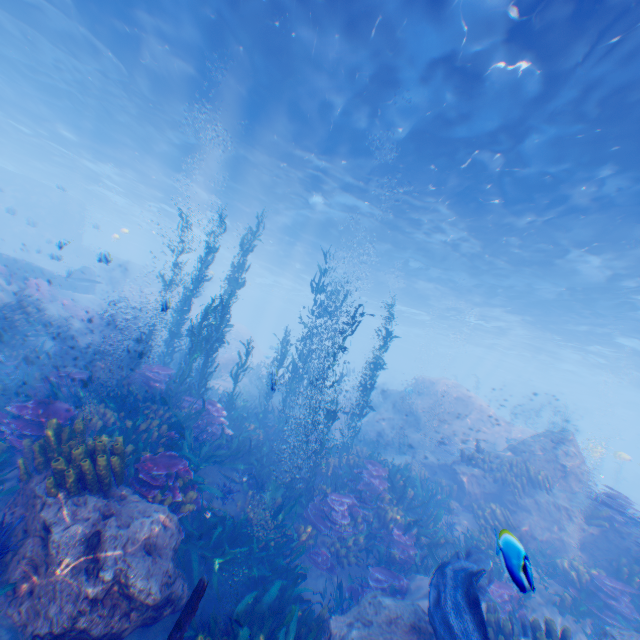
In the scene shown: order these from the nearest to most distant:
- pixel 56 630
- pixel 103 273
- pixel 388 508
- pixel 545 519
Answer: pixel 56 630 < pixel 388 508 < pixel 545 519 < pixel 103 273

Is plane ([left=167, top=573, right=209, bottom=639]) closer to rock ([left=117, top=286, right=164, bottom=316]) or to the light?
rock ([left=117, top=286, right=164, bottom=316])

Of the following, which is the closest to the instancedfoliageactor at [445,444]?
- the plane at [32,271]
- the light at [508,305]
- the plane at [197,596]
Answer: the plane at [197,596]

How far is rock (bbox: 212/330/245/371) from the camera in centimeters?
2022cm

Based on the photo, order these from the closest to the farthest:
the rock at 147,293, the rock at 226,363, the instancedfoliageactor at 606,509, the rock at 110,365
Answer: the instancedfoliageactor at 606,509 < the rock at 110,365 < the rock at 226,363 < the rock at 147,293

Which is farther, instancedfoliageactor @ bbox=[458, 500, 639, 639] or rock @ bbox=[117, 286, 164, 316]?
rock @ bbox=[117, 286, 164, 316]

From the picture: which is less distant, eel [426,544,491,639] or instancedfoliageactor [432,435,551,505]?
eel [426,544,491,639]

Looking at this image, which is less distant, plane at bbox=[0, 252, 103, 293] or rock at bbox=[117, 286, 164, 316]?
plane at bbox=[0, 252, 103, 293]
